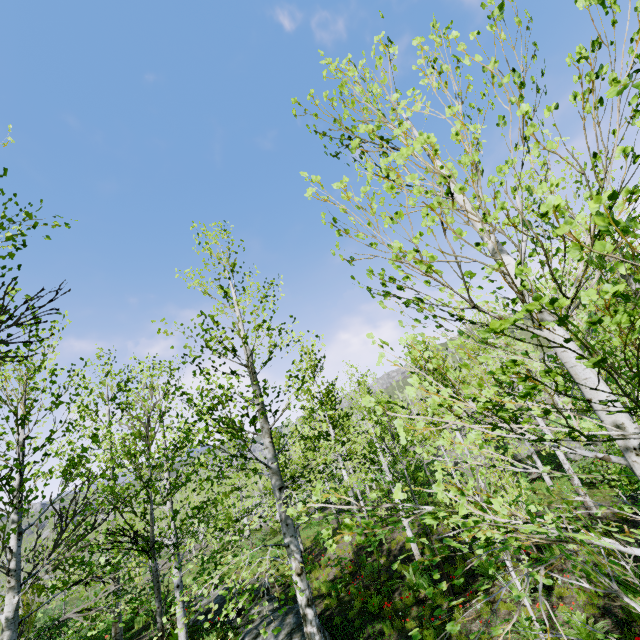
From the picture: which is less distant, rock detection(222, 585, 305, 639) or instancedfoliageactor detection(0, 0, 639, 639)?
instancedfoliageactor detection(0, 0, 639, 639)

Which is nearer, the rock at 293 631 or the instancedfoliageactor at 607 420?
the instancedfoliageactor at 607 420

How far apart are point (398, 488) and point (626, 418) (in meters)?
1.52

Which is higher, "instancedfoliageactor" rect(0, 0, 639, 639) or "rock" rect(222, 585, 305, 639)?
"instancedfoliageactor" rect(0, 0, 639, 639)

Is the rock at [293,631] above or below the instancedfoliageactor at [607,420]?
below
